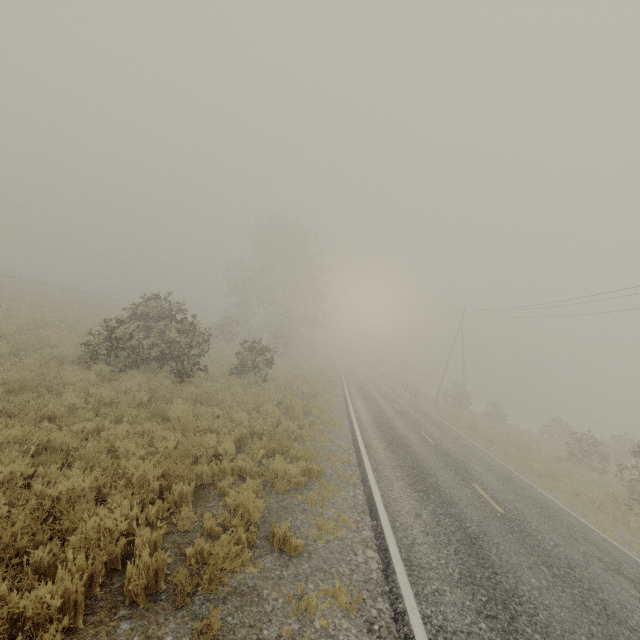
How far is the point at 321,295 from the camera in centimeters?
4456cm
